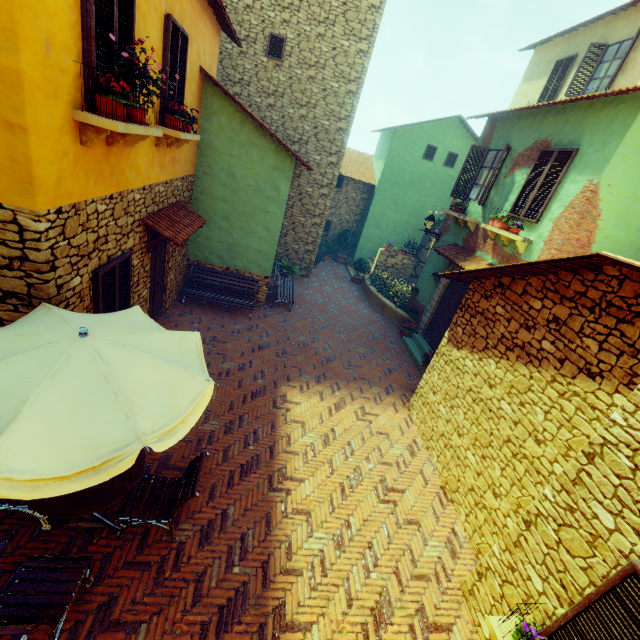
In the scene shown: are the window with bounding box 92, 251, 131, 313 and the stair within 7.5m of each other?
no

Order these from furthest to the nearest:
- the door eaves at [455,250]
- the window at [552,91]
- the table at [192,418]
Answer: the window at [552,91]
the door eaves at [455,250]
the table at [192,418]

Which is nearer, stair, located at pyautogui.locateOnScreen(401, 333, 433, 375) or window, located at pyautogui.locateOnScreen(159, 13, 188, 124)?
window, located at pyautogui.locateOnScreen(159, 13, 188, 124)

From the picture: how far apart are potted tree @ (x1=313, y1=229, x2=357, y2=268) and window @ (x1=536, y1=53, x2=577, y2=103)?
9.8m

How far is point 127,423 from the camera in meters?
2.7

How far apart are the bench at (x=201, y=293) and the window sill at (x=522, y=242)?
6.88m

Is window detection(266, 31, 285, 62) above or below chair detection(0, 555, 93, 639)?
above

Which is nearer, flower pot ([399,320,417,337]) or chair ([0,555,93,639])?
chair ([0,555,93,639])
